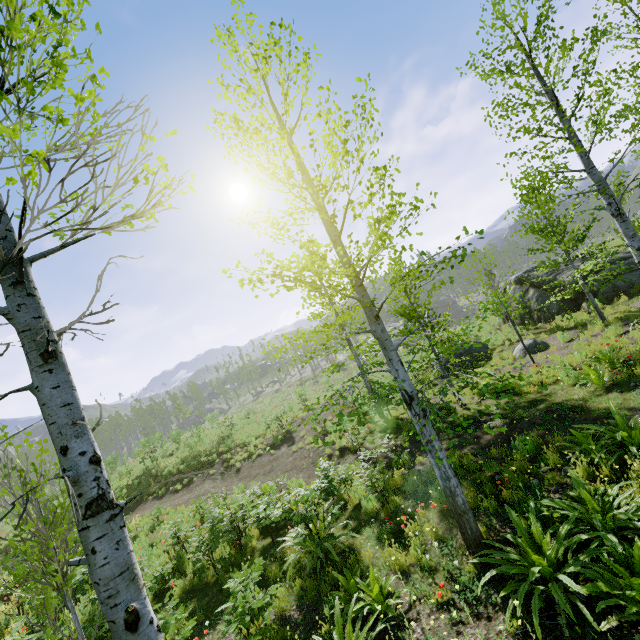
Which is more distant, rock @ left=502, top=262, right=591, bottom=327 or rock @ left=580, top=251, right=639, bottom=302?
rock @ left=502, top=262, right=591, bottom=327

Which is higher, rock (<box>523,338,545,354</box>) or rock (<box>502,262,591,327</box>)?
rock (<box>502,262,591,327</box>)

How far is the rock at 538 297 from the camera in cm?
1581

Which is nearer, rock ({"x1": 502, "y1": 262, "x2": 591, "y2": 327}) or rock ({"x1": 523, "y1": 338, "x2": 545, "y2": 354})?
rock ({"x1": 523, "y1": 338, "x2": 545, "y2": 354})

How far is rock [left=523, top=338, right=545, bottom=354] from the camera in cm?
1409

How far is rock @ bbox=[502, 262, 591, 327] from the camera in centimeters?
1581cm

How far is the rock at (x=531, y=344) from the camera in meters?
14.1

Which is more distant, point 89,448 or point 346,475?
point 346,475
